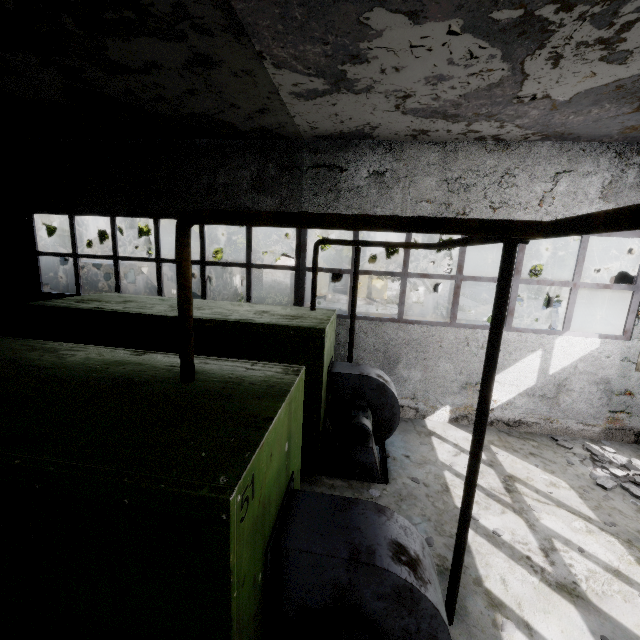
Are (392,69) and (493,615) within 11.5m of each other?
yes

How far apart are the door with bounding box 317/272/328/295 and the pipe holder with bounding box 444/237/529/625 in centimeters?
2607cm

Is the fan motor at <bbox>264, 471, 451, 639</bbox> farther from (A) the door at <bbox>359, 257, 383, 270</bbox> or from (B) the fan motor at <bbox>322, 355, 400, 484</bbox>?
(A) the door at <bbox>359, 257, 383, 270</bbox>

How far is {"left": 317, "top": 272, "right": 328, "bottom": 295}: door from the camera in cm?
2994

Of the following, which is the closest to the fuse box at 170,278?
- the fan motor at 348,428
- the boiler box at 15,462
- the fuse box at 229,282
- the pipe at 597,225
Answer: the pipe at 597,225

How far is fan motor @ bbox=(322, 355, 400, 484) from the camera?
6.0m

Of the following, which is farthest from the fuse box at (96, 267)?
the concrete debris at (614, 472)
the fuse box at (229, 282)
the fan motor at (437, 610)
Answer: the concrete debris at (614, 472)

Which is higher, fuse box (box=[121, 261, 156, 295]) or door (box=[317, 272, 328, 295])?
fuse box (box=[121, 261, 156, 295])
